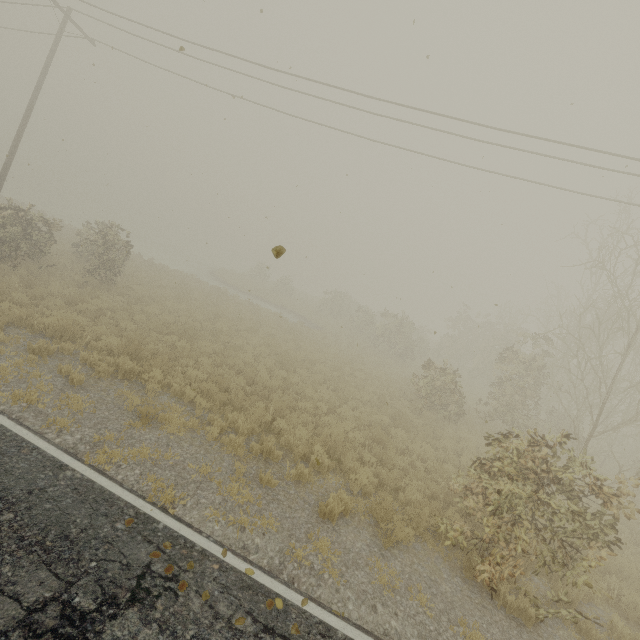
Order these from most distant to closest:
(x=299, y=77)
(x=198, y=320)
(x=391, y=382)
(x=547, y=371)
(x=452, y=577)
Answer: (x=547, y=371), (x=391, y=382), (x=198, y=320), (x=299, y=77), (x=452, y=577)
